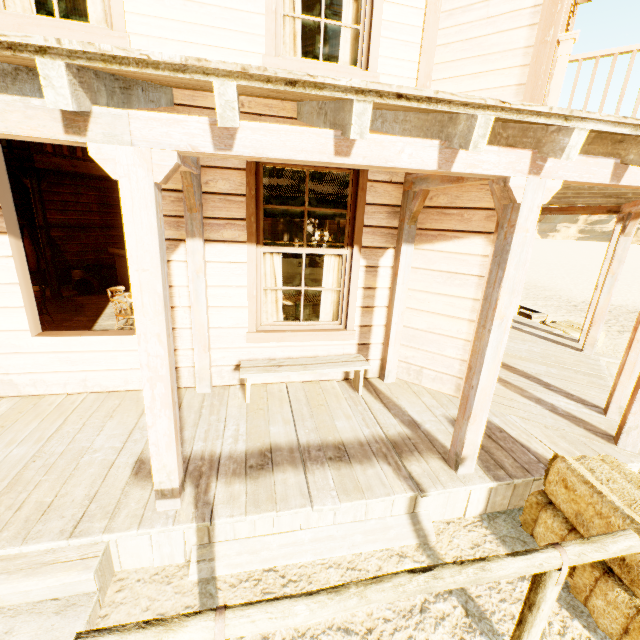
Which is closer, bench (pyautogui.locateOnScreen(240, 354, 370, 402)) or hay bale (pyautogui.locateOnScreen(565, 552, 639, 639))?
hay bale (pyautogui.locateOnScreen(565, 552, 639, 639))

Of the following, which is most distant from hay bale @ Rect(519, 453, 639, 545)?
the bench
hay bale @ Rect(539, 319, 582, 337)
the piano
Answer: the piano

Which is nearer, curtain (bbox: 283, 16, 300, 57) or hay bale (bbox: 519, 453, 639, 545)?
hay bale (bbox: 519, 453, 639, 545)

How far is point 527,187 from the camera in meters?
2.3

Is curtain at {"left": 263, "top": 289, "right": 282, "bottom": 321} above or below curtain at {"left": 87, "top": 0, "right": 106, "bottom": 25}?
below

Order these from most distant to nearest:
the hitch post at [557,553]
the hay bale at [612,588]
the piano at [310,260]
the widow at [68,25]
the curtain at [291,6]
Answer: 1. the piano at [310,260]
2. the curtain at [291,6]
3. the widow at [68,25]
4. the hay bale at [612,588]
5. the hitch post at [557,553]

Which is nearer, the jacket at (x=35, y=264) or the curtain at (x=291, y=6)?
the curtain at (x=291, y=6)

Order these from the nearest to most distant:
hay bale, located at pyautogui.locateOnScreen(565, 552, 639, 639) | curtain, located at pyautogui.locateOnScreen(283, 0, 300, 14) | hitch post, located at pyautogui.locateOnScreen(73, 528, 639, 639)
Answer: hitch post, located at pyautogui.locateOnScreen(73, 528, 639, 639) < hay bale, located at pyautogui.locateOnScreen(565, 552, 639, 639) < curtain, located at pyautogui.locateOnScreen(283, 0, 300, 14)
